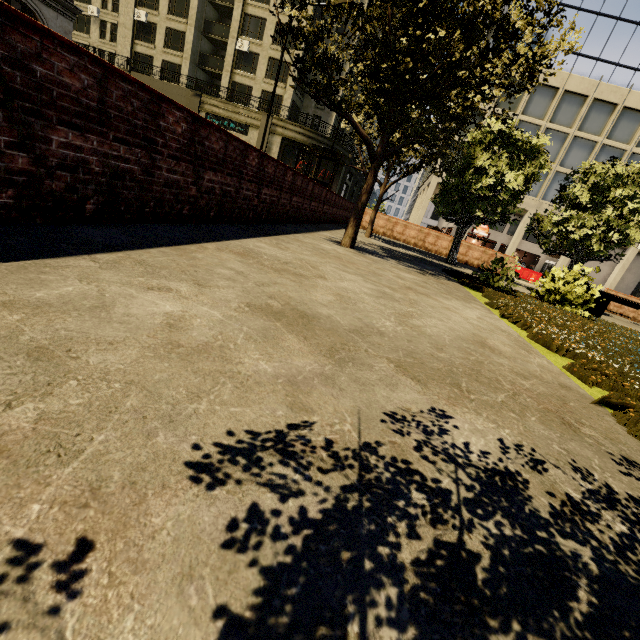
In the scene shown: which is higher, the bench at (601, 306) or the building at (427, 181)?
the building at (427, 181)

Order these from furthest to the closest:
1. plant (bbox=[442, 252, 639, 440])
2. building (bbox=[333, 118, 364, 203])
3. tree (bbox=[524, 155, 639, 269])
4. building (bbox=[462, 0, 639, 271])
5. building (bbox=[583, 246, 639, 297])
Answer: building (bbox=[333, 118, 364, 203]) < building (bbox=[583, 246, 639, 297]) < building (bbox=[462, 0, 639, 271]) < tree (bbox=[524, 155, 639, 269]) < plant (bbox=[442, 252, 639, 440])

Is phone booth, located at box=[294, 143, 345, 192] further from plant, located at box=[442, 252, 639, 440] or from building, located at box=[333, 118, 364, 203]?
building, located at box=[333, 118, 364, 203]

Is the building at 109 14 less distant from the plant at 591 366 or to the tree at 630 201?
the tree at 630 201

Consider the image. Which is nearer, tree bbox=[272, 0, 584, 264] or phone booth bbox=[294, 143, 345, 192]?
tree bbox=[272, 0, 584, 264]

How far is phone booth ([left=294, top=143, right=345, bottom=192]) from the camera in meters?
12.8 m

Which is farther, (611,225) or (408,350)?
(611,225)

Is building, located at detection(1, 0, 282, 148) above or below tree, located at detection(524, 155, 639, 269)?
above
